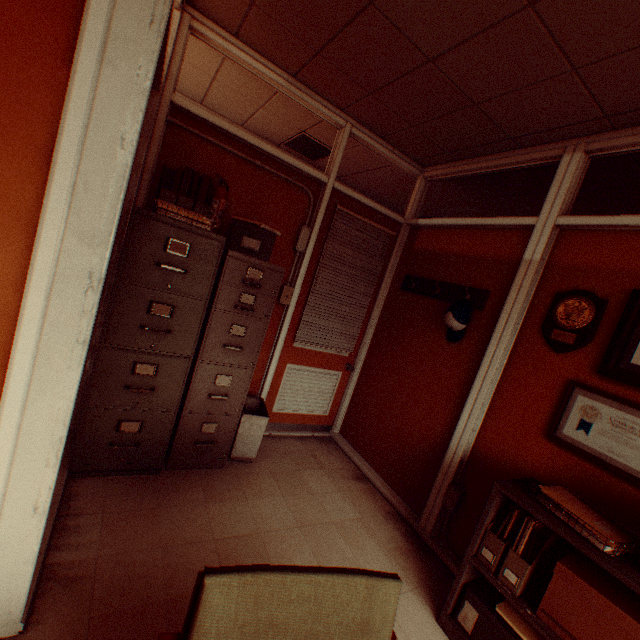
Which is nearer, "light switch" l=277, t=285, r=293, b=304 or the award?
the award

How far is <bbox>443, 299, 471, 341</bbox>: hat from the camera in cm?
294

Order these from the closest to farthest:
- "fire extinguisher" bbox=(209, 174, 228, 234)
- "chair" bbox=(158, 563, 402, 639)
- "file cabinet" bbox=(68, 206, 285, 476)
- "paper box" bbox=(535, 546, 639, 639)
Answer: "chair" bbox=(158, 563, 402, 639) → "paper box" bbox=(535, 546, 639, 639) → "file cabinet" bbox=(68, 206, 285, 476) → "fire extinguisher" bbox=(209, 174, 228, 234)

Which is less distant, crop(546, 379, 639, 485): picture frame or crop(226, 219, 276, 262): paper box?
crop(546, 379, 639, 485): picture frame

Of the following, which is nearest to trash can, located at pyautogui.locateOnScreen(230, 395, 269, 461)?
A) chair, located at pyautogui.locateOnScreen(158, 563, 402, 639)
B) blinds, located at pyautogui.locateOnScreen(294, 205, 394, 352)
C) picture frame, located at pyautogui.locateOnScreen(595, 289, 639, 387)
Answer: blinds, located at pyautogui.locateOnScreen(294, 205, 394, 352)

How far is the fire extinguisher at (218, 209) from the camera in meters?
2.7 m

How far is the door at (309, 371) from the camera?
3.5 meters

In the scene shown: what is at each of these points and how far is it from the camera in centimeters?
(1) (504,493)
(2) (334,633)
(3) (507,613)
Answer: (1) shelf, 194cm
(2) chair, 95cm
(3) paper pile, 188cm
